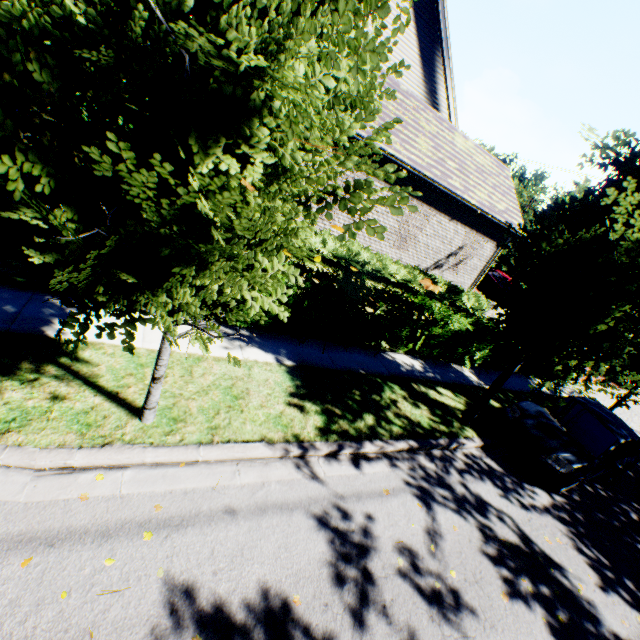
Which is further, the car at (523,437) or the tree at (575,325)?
the car at (523,437)

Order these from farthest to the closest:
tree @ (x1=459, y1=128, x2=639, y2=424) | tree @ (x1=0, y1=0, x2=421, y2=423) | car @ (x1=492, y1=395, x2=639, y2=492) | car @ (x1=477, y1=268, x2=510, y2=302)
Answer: car @ (x1=477, y1=268, x2=510, y2=302)
car @ (x1=492, y1=395, x2=639, y2=492)
tree @ (x1=459, y1=128, x2=639, y2=424)
tree @ (x1=0, y1=0, x2=421, y2=423)

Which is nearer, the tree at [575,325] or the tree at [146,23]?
the tree at [146,23]

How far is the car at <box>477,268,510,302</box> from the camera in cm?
2061

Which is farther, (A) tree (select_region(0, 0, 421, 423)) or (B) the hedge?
(B) the hedge

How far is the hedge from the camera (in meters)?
7.34

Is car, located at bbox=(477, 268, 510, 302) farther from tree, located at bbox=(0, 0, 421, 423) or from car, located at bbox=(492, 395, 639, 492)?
car, located at bbox=(492, 395, 639, 492)

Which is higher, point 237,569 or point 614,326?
point 614,326
